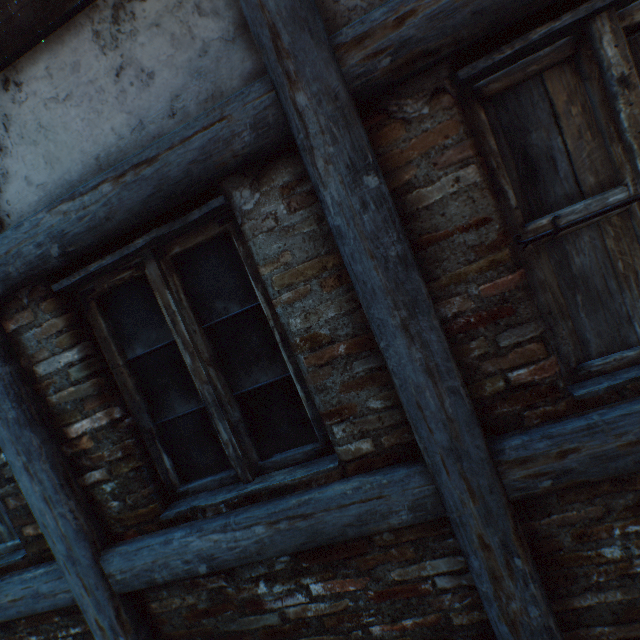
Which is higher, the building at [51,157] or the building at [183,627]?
the building at [51,157]

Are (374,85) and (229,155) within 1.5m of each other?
yes

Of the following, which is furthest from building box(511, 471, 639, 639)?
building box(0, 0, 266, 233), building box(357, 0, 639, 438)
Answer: building box(0, 0, 266, 233)

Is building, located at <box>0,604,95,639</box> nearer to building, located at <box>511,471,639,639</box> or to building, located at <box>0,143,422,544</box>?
building, located at <box>0,143,422,544</box>

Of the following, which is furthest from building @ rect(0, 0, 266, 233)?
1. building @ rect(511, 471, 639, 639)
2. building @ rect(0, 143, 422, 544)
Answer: building @ rect(511, 471, 639, 639)

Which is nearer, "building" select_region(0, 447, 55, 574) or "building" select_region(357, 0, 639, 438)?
"building" select_region(357, 0, 639, 438)

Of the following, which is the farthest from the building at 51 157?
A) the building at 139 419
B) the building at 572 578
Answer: the building at 572 578
